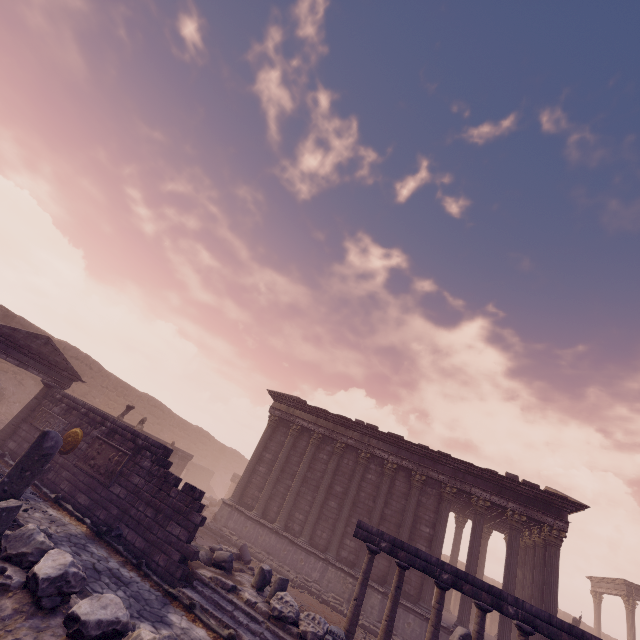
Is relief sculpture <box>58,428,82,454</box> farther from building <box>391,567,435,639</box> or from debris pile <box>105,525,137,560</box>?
building <box>391,567,435,639</box>

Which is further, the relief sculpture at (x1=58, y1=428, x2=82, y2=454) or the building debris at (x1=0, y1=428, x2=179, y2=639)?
the relief sculpture at (x1=58, y1=428, x2=82, y2=454)

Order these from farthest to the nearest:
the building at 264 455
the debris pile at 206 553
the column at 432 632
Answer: the building at 264 455, the debris pile at 206 553, the column at 432 632

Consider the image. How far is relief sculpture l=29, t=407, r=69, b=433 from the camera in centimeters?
1224cm

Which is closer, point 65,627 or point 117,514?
point 65,627

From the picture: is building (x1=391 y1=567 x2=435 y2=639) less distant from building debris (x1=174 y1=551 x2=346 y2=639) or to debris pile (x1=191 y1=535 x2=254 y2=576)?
debris pile (x1=191 y1=535 x2=254 y2=576)

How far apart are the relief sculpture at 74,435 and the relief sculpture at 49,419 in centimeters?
19cm

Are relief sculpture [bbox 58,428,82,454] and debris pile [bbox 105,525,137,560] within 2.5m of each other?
no
